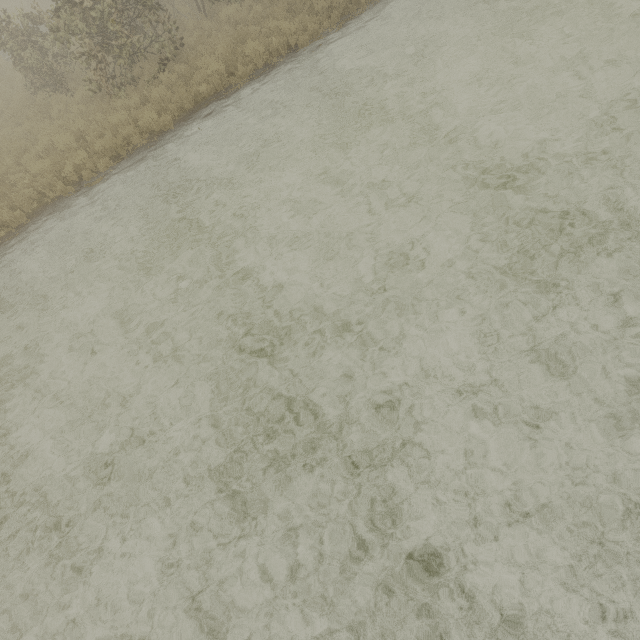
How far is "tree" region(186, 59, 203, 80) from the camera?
10.0m

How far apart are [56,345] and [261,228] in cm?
508

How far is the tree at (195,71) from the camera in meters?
10.0 m
